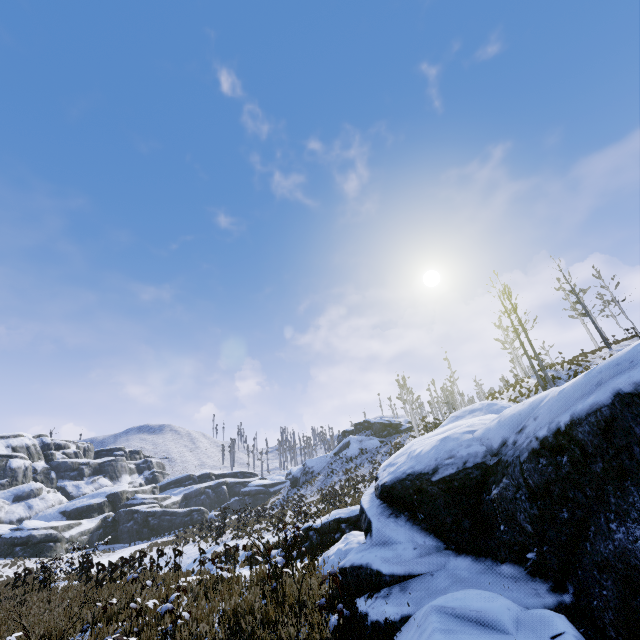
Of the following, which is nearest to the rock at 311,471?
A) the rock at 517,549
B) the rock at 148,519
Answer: the rock at 148,519

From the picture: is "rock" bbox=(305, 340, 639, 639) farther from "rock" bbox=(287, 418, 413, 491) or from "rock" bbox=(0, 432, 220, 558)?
"rock" bbox=(287, 418, 413, 491)

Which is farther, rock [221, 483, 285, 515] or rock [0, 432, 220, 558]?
rock [221, 483, 285, 515]

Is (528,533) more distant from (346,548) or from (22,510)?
(22,510)

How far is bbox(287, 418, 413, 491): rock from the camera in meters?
46.0 m

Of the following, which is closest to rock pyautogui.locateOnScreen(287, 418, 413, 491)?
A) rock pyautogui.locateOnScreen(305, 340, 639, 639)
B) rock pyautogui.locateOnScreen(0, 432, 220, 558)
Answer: rock pyautogui.locateOnScreen(0, 432, 220, 558)
